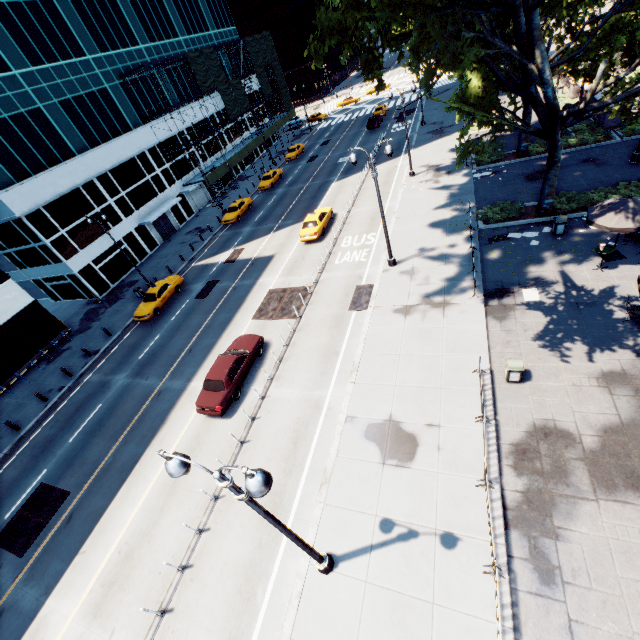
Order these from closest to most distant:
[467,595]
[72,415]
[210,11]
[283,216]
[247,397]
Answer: [467,595]
[247,397]
[72,415]
[283,216]
[210,11]

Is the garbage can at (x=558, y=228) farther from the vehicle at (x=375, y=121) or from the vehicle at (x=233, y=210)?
the vehicle at (x=375, y=121)

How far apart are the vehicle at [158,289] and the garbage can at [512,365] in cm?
2436

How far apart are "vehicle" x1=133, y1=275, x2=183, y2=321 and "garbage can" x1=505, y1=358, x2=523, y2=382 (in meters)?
24.36

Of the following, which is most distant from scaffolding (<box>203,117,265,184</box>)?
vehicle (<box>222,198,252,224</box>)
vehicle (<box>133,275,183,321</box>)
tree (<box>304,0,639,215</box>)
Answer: tree (<box>304,0,639,215</box>)

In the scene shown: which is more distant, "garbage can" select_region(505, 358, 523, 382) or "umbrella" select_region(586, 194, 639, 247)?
"umbrella" select_region(586, 194, 639, 247)

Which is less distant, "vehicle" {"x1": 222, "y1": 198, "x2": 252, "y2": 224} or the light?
the light

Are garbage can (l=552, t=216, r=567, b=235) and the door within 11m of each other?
no
